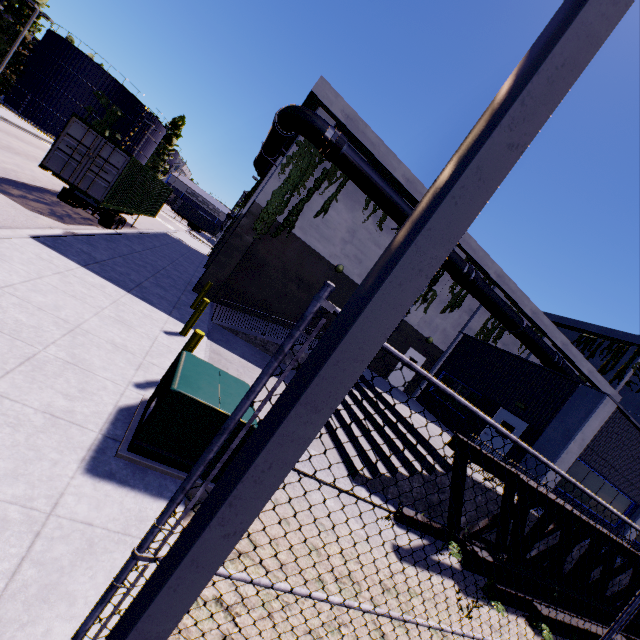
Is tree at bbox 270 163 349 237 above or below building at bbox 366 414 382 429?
above

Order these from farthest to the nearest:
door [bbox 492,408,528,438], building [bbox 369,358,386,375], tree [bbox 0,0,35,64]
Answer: tree [bbox 0,0,35,64] < building [bbox 369,358,386,375] < door [bbox 492,408,528,438]

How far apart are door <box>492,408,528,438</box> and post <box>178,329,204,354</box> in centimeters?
1417cm

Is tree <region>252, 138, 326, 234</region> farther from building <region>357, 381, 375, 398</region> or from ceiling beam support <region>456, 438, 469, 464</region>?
ceiling beam support <region>456, 438, 469, 464</region>

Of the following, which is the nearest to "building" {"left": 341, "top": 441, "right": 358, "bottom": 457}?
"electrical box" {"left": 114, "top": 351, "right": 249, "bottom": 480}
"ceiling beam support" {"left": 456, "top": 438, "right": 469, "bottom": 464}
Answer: "ceiling beam support" {"left": 456, "top": 438, "right": 469, "bottom": 464}

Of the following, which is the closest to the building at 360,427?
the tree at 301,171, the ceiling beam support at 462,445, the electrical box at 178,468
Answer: the tree at 301,171

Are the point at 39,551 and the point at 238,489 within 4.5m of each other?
yes

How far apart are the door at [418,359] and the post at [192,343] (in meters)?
14.17
